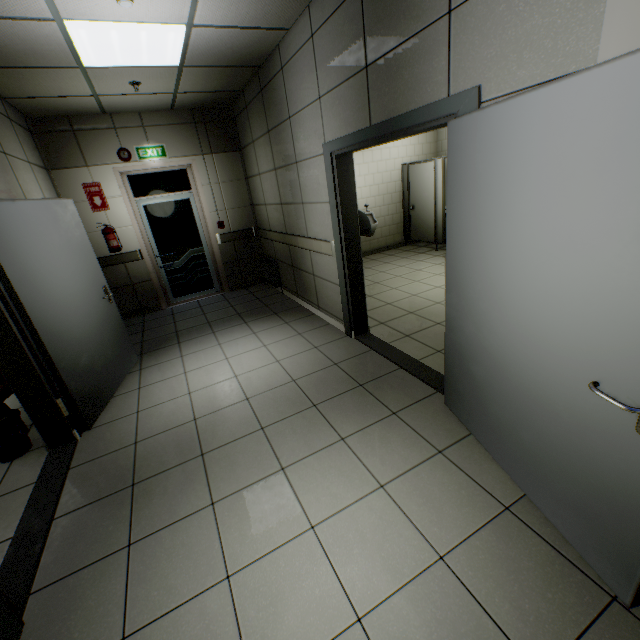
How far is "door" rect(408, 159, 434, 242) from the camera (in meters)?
7.05

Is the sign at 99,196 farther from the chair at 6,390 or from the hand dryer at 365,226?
the hand dryer at 365,226

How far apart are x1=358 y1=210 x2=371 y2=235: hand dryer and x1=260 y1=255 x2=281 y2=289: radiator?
2.4 meters

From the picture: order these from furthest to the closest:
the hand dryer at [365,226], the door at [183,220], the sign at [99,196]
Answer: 1. the door at [183,220]
2. the sign at [99,196]
3. the hand dryer at [365,226]

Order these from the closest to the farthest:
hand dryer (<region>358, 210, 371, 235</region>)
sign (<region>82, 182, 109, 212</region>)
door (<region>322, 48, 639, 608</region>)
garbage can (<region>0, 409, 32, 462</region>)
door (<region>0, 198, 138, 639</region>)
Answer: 1. door (<region>322, 48, 639, 608</region>)
2. door (<region>0, 198, 138, 639</region>)
3. garbage can (<region>0, 409, 32, 462</region>)
4. hand dryer (<region>358, 210, 371, 235</region>)
5. sign (<region>82, 182, 109, 212</region>)

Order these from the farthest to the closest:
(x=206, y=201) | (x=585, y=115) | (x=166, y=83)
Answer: (x=206, y=201) < (x=166, y=83) < (x=585, y=115)

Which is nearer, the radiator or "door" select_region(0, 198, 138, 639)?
"door" select_region(0, 198, 138, 639)

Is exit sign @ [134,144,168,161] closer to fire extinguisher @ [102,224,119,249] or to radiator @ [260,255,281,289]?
fire extinguisher @ [102,224,119,249]
